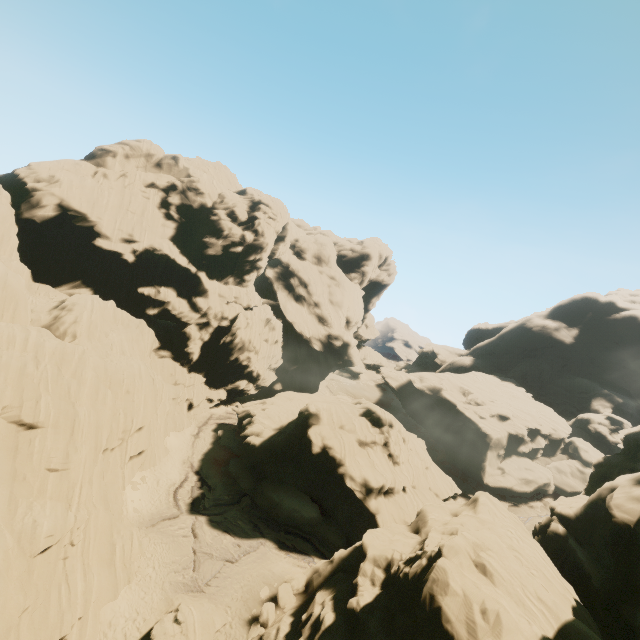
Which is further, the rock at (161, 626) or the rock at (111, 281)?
the rock at (161, 626)

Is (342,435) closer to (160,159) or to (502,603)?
A: (502,603)

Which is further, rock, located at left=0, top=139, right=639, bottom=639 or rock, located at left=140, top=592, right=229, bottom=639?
rock, located at left=140, top=592, right=229, bottom=639

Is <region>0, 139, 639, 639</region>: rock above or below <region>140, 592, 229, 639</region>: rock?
above

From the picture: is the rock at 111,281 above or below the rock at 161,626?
above
